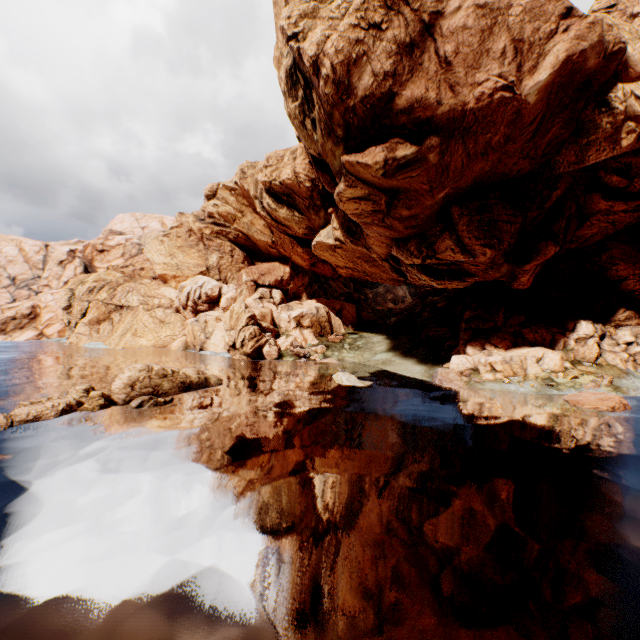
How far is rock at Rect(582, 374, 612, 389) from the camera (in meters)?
29.62

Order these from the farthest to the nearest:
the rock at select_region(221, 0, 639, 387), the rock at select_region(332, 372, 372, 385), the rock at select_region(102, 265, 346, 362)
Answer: the rock at select_region(102, 265, 346, 362), the rock at select_region(332, 372, 372, 385), the rock at select_region(221, 0, 639, 387)

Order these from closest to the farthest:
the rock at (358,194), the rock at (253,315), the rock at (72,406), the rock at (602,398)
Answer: the rock at (72,406)
the rock at (358,194)
the rock at (602,398)
the rock at (253,315)

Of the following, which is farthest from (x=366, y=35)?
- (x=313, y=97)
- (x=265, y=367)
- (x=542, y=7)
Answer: (x=265, y=367)

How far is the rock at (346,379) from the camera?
31.0m

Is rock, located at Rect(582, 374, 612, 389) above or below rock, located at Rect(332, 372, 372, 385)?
above

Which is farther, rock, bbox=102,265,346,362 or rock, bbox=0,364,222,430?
rock, bbox=102,265,346,362
